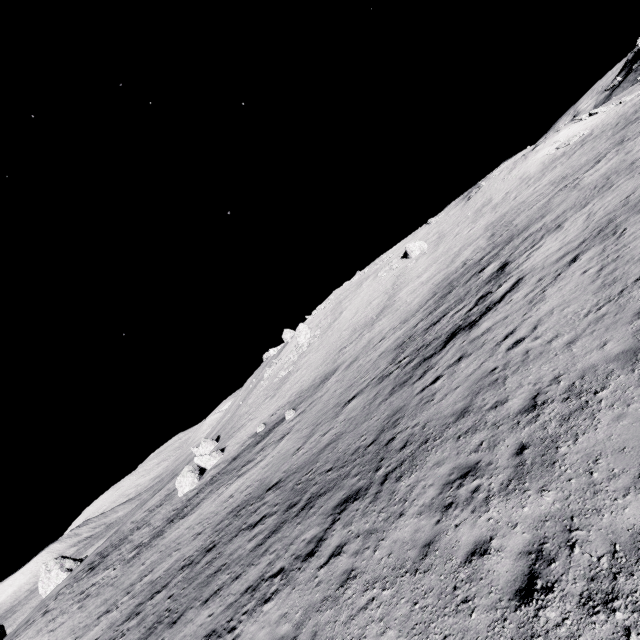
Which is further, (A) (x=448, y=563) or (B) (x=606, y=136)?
(B) (x=606, y=136)

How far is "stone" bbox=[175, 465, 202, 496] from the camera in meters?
35.2

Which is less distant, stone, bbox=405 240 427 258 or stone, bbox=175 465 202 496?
stone, bbox=175 465 202 496

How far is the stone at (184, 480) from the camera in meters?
35.2

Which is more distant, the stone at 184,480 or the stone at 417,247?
the stone at 417,247

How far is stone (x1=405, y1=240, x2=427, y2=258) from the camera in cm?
4909

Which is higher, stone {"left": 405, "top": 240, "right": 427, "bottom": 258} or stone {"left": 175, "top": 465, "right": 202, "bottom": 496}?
stone {"left": 405, "top": 240, "right": 427, "bottom": 258}
